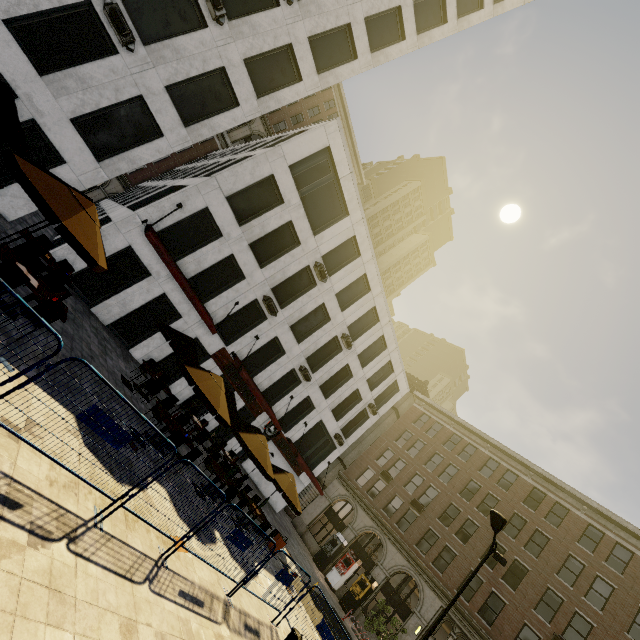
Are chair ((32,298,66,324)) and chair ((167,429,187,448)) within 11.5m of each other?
yes

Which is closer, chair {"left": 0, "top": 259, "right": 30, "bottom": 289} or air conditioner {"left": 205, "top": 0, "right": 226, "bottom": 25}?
chair {"left": 0, "top": 259, "right": 30, "bottom": 289}

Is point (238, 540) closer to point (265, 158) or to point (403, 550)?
point (265, 158)

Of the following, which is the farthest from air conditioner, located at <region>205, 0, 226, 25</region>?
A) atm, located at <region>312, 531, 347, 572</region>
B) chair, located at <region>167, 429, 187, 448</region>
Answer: atm, located at <region>312, 531, 347, 572</region>

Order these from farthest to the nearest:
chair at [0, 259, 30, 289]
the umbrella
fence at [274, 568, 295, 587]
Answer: fence at [274, 568, 295, 587] < chair at [0, 259, 30, 289] < the umbrella

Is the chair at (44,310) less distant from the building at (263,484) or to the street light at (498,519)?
the building at (263,484)

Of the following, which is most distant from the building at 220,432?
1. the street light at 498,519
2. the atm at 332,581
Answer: the street light at 498,519

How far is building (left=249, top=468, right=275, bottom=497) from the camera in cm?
2625
